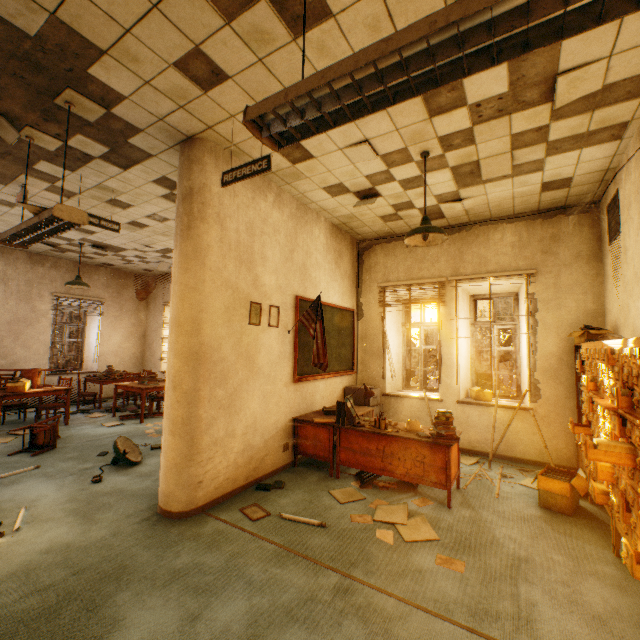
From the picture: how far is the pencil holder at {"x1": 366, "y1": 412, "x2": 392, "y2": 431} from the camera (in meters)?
4.05

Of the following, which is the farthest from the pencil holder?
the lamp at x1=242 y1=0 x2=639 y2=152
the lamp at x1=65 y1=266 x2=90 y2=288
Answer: the lamp at x1=65 y1=266 x2=90 y2=288

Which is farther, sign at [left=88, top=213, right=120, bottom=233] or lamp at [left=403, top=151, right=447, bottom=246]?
sign at [left=88, top=213, right=120, bottom=233]

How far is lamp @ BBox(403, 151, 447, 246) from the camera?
3.4m

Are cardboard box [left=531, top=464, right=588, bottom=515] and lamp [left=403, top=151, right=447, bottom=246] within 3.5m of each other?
yes

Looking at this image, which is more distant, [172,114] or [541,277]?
[541,277]

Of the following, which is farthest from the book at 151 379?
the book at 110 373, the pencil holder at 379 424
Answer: the pencil holder at 379 424

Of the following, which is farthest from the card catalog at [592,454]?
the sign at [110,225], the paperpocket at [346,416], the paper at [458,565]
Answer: the sign at [110,225]
